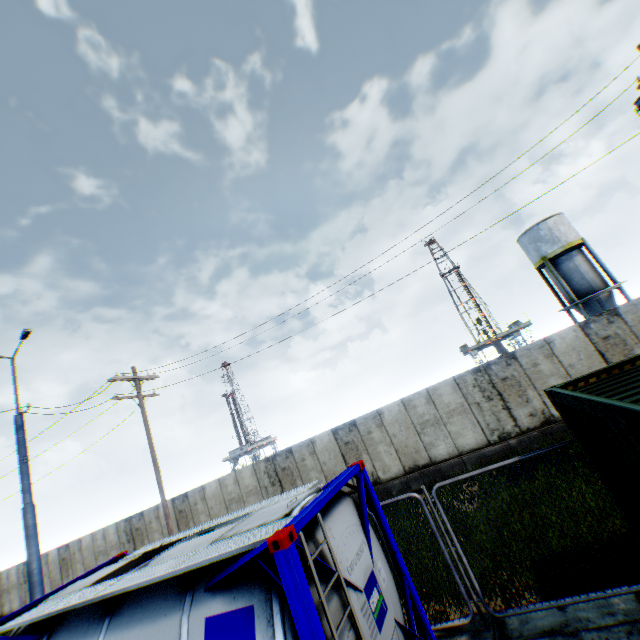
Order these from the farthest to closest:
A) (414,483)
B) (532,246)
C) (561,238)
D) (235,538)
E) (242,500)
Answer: (532,246) → (561,238) → (242,500) → (414,483) → (235,538)

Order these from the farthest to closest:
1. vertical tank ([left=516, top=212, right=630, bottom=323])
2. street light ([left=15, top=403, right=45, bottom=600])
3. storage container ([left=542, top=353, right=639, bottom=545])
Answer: vertical tank ([left=516, top=212, right=630, bottom=323]), street light ([left=15, top=403, right=45, bottom=600]), storage container ([left=542, top=353, right=639, bottom=545])

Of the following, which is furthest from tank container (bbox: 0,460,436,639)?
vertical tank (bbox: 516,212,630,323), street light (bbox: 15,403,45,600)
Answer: vertical tank (bbox: 516,212,630,323)

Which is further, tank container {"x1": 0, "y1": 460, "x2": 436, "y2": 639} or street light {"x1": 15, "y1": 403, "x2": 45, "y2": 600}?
street light {"x1": 15, "y1": 403, "x2": 45, "y2": 600}

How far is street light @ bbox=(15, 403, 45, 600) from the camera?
8.5m

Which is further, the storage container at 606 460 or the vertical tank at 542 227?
the vertical tank at 542 227

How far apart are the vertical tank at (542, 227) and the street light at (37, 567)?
34.54m

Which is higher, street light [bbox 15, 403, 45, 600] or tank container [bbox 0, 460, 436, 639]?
street light [bbox 15, 403, 45, 600]
